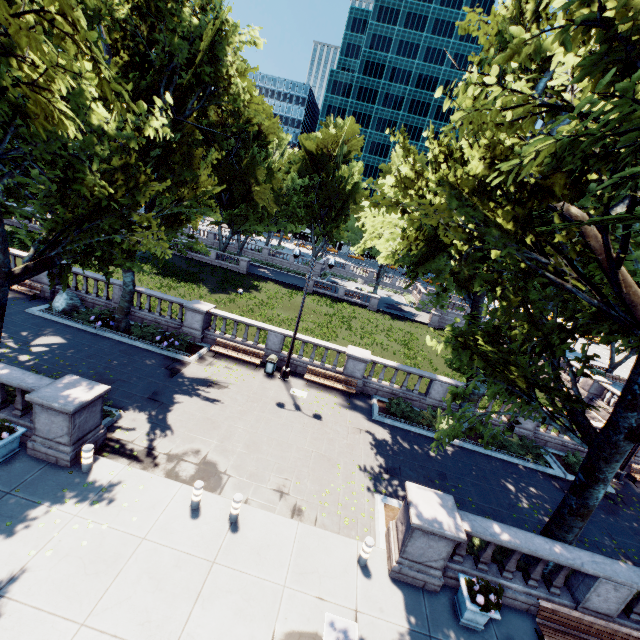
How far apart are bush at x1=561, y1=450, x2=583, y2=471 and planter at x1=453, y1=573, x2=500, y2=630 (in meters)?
11.34

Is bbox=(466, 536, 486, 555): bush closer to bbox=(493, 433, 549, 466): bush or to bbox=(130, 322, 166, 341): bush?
bbox=(493, 433, 549, 466): bush

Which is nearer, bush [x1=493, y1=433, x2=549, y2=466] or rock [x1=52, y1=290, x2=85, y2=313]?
bush [x1=493, y1=433, x2=549, y2=466]

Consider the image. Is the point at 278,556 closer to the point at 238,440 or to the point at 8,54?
the point at 238,440

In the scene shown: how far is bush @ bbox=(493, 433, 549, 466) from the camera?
16.5m

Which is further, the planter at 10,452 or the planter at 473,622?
the planter at 10,452

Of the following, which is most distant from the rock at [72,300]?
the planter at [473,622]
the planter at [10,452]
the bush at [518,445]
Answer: the bush at [518,445]

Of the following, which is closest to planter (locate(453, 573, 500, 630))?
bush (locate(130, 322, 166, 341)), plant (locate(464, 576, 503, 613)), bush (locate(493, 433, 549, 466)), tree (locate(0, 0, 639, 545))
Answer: plant (locate(464, 576, 503, 613))
